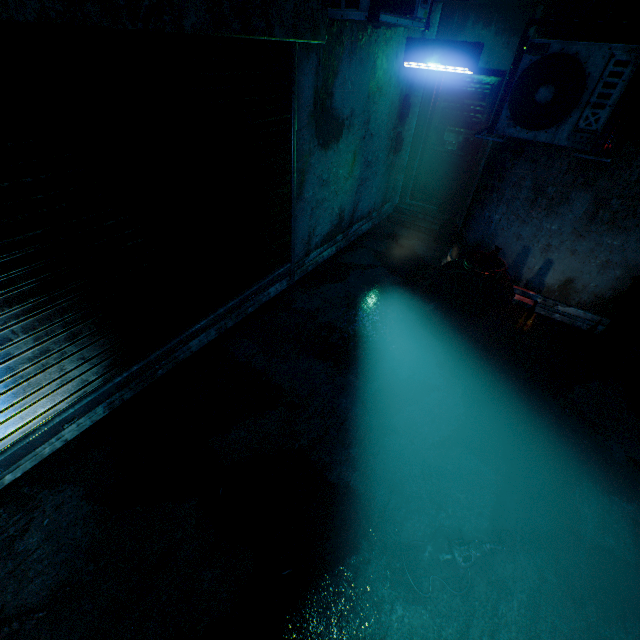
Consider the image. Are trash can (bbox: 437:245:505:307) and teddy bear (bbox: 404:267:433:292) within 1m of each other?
yes

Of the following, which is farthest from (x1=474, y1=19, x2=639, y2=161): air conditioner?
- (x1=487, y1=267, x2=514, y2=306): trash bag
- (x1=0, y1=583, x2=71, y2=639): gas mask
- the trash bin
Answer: (x1=0, y1=583, x2=71, y2=639): gas mask

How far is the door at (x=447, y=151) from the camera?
4.9m

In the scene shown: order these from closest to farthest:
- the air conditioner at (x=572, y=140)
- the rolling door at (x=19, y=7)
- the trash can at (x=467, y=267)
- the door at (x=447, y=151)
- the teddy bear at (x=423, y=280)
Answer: the rolling door at (x=19, y=7)
the air conditioner at (x=572, y=140)
the trash can at (x=467, y=267)
the teddy bear at (x=423, y=280)
the door at (x=447, y=151)

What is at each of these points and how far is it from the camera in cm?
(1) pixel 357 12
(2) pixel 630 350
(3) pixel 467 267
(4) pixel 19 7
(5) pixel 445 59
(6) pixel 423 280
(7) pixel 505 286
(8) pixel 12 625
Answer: (1) air conditioner, 255
(2) trash bin, 332
(3) trash can, 397
(4) rolling door, 123
(5) light, 402
(6) teddy bear, 441
(7) trash bag, 411
(8) gas mask, 171

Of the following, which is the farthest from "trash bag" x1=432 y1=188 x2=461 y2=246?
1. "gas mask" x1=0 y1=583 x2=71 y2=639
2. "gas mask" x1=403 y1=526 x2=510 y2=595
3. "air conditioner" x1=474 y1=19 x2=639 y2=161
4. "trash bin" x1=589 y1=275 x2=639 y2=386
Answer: "gas mask" x1=0 y1=583 x2=71 y2=639

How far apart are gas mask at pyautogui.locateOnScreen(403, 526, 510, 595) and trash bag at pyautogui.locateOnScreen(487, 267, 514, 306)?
2.9m

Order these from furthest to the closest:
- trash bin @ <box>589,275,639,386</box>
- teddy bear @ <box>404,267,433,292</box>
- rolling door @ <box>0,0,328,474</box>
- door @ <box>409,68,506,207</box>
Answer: door @ <box>409,68,506,207</box>, teddy bear @ <box>404,267,433,292</box>, trash bin @ <box>589,275,639,386</box>, rolling door @ <box>0,0,328,474</box>
